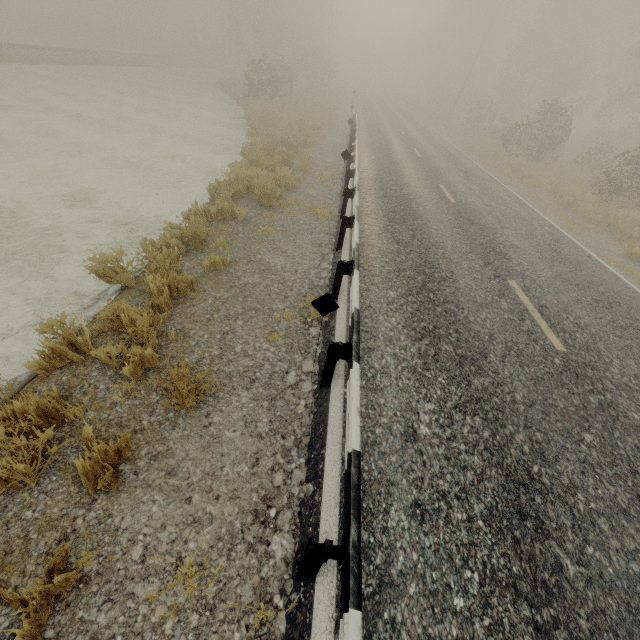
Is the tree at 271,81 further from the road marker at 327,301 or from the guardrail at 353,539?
the road marker at 327,301

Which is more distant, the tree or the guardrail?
the tree

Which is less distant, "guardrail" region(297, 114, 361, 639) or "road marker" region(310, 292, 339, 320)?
"guardrail" region(297, 114, 361, 639)

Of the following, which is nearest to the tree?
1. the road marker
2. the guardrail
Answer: the guardrail

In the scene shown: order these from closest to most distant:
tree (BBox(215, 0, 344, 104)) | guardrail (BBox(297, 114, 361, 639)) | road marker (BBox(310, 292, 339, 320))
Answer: guardrail (BBox(297, 114, 361, 639)) < road marker (BBox(310, 292, 339, 320)) < tree (BBox(215, 0, 344, 104))

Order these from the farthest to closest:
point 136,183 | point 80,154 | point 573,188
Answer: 1. point 573,188
2. point 80,154
3. point 136,183

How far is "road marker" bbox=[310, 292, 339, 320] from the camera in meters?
3.5

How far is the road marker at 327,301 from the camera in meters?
3.5 m
